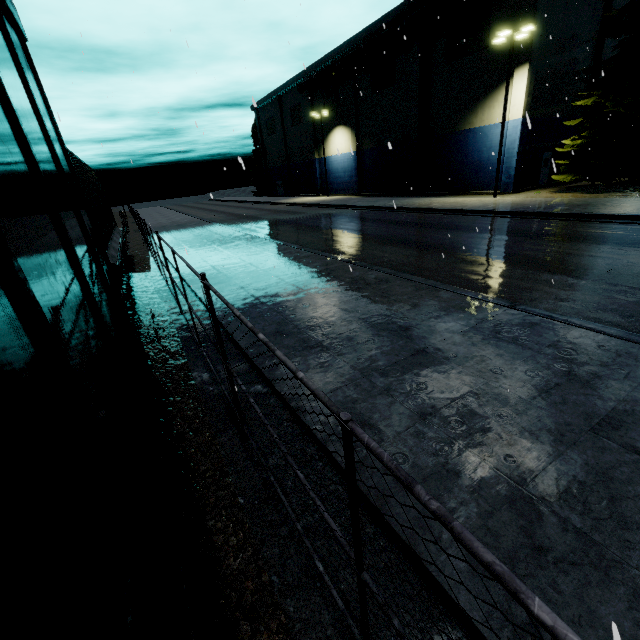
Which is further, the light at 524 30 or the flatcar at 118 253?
the light at 524 30

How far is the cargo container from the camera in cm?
829

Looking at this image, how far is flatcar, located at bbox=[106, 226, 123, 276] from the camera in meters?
8.0

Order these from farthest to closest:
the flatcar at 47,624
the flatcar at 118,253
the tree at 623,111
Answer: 1. the tree at 623,111
2. the flatcar at 118,253
3. the flatcar at 47,624

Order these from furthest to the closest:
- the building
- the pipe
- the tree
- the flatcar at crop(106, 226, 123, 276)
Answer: the pipe < the building < the tree < the flatcar at crop(106, 226, 123, 276)

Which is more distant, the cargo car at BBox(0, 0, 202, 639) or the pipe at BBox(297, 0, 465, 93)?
the pipe at BBox(297, 0, 465, 93)

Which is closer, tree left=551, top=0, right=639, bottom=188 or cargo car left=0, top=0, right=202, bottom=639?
cargo car left=0, top=0, right=202, bottom=639

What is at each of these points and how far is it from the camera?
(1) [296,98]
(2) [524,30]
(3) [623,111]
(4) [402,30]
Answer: (1) building, 48.0 meters
(2) light, 19.8 meters
(3) tree, 19.5 meters
(4) pipe, 28.1 meters
